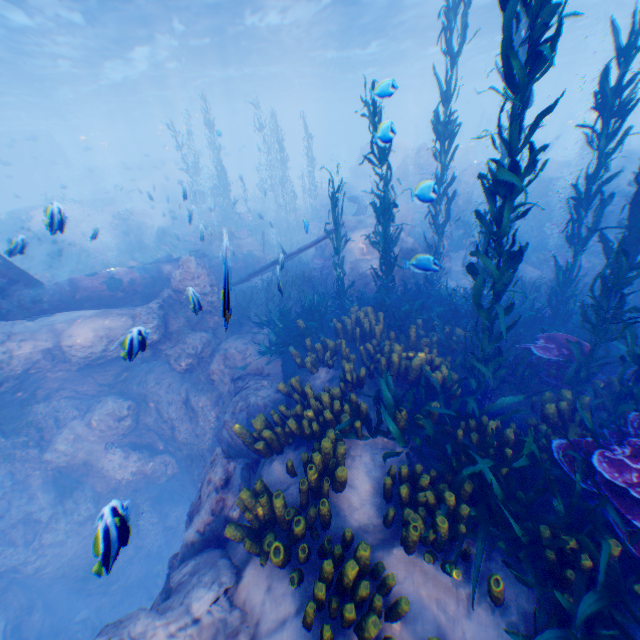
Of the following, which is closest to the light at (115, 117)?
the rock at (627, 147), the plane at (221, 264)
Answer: the rock at (627, 147)

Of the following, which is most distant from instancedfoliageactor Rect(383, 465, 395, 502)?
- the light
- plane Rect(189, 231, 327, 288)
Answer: the light

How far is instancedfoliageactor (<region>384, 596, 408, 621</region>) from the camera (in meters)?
3.09

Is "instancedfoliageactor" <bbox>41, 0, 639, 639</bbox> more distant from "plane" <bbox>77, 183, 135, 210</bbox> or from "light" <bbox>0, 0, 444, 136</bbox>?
"light" <bbox>0, 0, 444, 136</bbox>

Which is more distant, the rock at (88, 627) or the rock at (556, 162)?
the rock at (556, 162)

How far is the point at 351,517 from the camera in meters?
4.2
